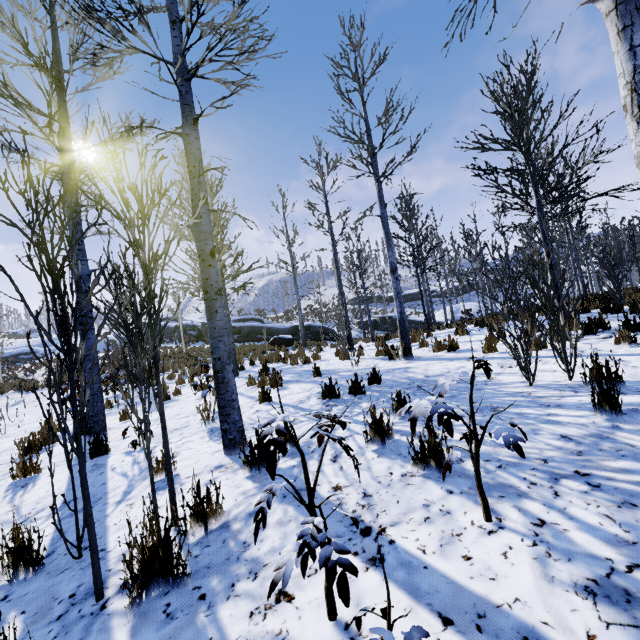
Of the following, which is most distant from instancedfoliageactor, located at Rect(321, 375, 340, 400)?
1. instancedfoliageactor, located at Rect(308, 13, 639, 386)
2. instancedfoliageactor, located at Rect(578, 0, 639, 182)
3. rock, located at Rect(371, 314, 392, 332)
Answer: rock, located at Rect(371, 314, 392, 332)

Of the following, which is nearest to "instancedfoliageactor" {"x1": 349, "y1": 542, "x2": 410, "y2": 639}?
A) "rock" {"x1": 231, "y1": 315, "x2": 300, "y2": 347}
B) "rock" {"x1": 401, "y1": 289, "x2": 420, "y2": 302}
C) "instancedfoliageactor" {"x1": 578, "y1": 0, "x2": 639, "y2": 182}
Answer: "instancedfoliageactor" {"x1": 578, "y1": 0, "x2": 639, "y2": 182}

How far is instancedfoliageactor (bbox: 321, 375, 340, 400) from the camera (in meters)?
5.32

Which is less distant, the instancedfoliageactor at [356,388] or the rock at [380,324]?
the instancedfoliageactor at [356,388]

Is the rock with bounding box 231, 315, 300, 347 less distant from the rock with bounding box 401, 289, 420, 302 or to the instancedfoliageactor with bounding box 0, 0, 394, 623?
the instancedfoliageactor with bounding box 0, 0, 394, 623

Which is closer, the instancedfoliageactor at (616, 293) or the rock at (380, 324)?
the instancedfoliageactor at (616, 293)

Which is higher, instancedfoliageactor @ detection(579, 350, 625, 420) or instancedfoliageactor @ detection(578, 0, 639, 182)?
instancedfoliageactor @ detection(578, 0, 639, 182)

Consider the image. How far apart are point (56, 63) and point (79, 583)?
8.61m
